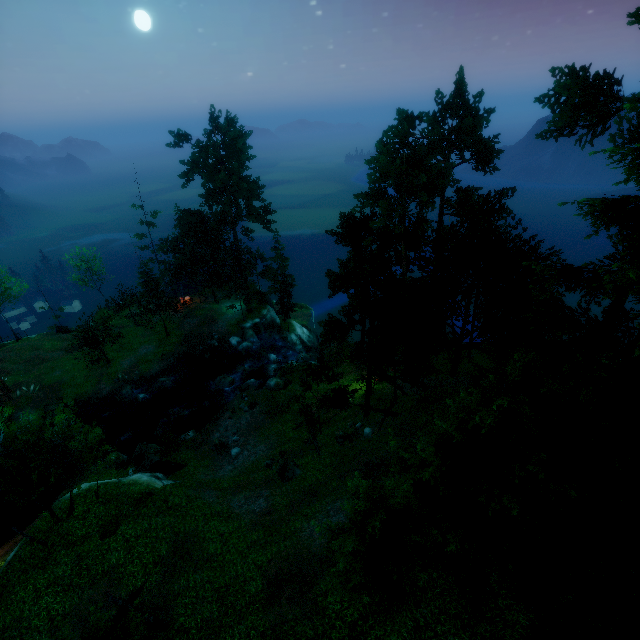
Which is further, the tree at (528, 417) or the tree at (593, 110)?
the tree at (593, 110)

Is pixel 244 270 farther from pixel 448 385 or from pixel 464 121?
pixel 464 121

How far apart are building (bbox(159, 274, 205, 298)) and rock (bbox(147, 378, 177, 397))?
13.60m

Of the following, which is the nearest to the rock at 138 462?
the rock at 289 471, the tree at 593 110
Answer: the tree at 593 110

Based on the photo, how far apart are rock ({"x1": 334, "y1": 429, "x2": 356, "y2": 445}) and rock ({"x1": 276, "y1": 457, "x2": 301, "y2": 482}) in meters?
3.3

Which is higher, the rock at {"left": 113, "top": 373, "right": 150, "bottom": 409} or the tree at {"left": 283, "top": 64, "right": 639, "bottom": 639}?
the tree at {"left": 283, "top": 64, "right": 639, "bottom": 639}

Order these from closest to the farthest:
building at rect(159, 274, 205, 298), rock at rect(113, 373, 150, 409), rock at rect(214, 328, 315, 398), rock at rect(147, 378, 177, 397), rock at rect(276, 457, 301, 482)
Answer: rock at rect(276, 457, 301, 482), rock at rect(214, 328, 315, 398), rock at rect(113, 373, 150, 409), rock at rect(147, 378, 177, 397), building at rect(159, 274, 205, 298)

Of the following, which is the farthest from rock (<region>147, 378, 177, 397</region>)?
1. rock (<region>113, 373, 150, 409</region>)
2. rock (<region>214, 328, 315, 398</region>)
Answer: rock (<region>214, 328, 315, 398</region>)
